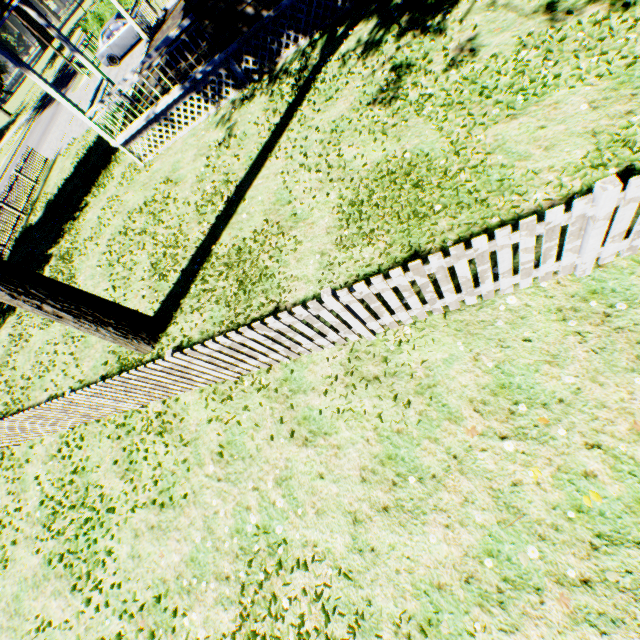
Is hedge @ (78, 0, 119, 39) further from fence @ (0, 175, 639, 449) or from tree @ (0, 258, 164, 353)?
tree @ (0, 258, 164, 353)

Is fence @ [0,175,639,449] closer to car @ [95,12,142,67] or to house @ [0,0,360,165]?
car @ [95,12,142,67]

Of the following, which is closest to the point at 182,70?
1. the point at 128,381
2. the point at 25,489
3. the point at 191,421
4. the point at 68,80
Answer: the point at 128,381

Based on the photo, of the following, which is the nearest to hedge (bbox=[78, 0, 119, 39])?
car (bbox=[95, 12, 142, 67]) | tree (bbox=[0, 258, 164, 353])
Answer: car (bbox=[95, 12, 142, 67])

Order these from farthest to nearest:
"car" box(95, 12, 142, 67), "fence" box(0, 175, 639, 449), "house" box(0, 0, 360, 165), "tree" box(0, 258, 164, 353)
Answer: "car" box(95, 12, 142, 67) → "house" box(0, 0, 360, 165) → "tree" box(0, 258, 164, 353) → "fence" box(0, 175, 639, 449)

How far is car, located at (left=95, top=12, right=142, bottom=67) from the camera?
19.9 meters

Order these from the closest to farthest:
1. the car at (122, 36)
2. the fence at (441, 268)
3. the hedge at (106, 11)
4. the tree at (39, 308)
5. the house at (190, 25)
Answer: the fence at (441, 268) < the tree at (39, 308) < the house at (190, 25) < the car at (122, 36) < the hedge at (106, 11)

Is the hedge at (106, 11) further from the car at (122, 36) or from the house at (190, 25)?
the house at (190, 25)
